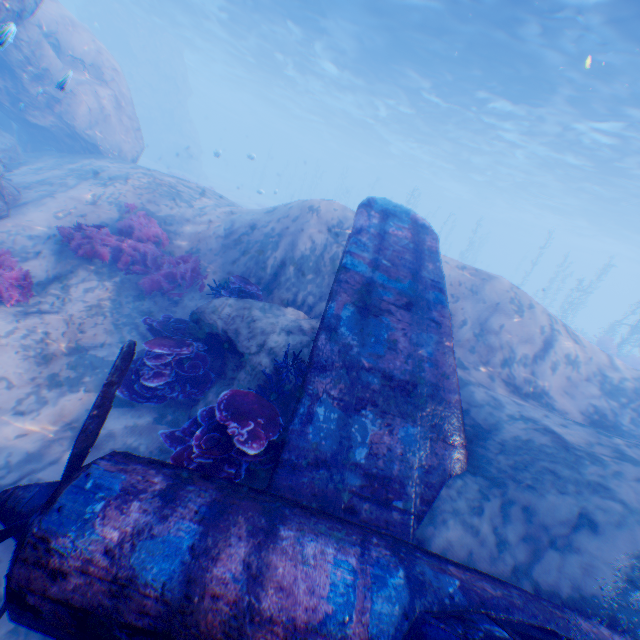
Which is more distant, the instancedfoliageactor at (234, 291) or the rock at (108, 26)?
the rock at (108, 26)

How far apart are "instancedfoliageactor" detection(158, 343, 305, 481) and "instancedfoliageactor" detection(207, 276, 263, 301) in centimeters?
249cm

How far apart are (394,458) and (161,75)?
46.2 meters

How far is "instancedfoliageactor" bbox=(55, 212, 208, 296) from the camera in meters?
7.6 m

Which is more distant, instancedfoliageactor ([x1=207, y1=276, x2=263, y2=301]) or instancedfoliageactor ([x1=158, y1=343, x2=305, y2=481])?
instancedfoliageactor ([x1=207, y1=276, x2=263, y2=301])

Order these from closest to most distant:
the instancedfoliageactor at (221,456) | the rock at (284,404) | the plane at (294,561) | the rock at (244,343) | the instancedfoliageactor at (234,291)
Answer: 1. the plane at (294,561)
2. the instancedfoliageactor at (221,456)
3. the rock at (284,404)
4. the rock at (244,343)
5. the instancedfoliageactor at (234,291)

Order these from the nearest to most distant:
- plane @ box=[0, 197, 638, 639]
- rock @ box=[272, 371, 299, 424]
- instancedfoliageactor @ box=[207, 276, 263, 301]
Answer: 1. plane @ box=[0, 197, 638, 639]
2. rock @ box=[272, 371, 299, 424]
3. instancedfoliageactor @ box=[207, 276, 263, 301]

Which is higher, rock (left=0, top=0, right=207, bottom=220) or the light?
the light
